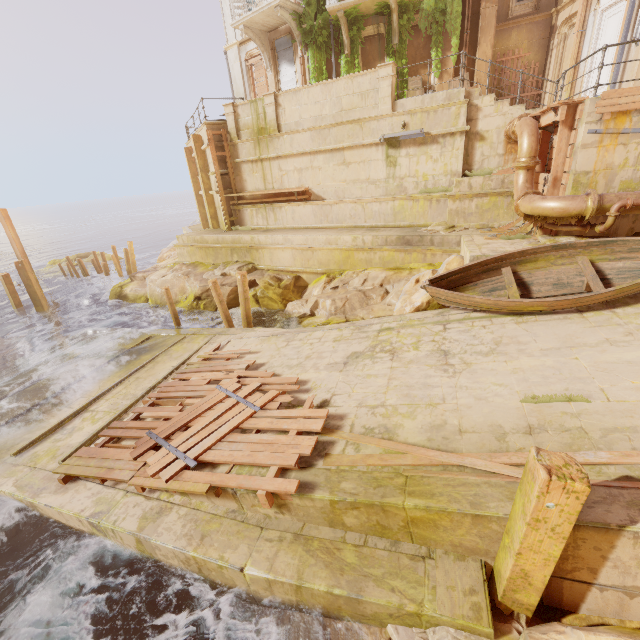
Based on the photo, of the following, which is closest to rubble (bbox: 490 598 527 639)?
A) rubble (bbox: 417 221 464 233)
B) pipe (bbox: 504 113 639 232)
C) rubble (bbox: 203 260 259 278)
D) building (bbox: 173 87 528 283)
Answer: building (bbox: 173 87 528 283)

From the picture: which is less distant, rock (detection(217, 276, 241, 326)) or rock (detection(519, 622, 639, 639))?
rock (detection(519, 622, 639, 639))

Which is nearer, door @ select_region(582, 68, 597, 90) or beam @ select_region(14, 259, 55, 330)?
door @ select_region(582, 68, 597, 90)

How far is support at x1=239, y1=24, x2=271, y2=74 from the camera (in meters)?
16.62

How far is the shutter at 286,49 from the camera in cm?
1725

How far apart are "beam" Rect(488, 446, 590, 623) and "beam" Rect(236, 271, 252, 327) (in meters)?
9.77

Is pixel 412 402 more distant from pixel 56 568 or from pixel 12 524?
pixel 12 524

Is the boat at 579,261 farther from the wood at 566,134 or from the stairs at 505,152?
the stairs at 505,152
